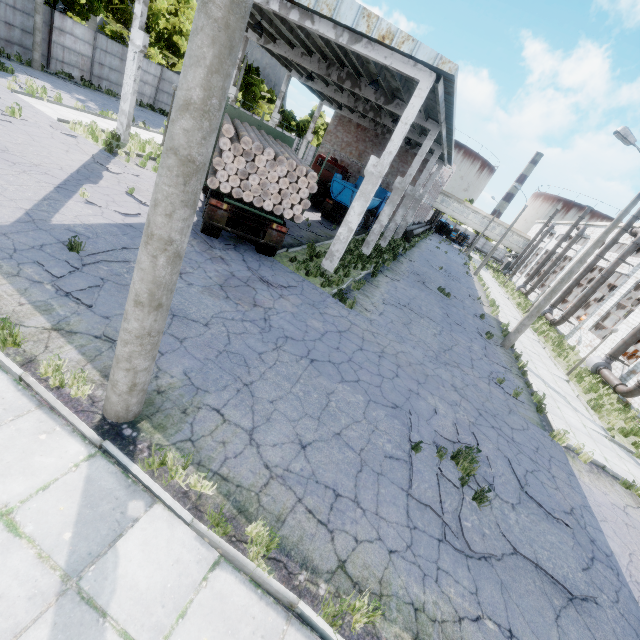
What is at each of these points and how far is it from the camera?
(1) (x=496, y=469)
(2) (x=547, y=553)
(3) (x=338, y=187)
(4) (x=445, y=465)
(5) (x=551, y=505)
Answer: (1) asphalt debris, 7.47m
(2) asphalt debris, 6.03m
(3) truck, 22.73m
(4) asphalt debris, 6.80m
(5) asphalt debris, 7.35m

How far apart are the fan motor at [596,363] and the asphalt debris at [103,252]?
26.7m

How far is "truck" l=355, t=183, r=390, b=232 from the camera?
25.4 meters

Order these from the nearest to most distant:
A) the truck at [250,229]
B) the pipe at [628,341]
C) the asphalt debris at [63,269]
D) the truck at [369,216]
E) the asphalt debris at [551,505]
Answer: the asphalt debris at [63,269], the asphalt debris at [551,505], the truck at [250,229], the pipe at [628,341], the truck at [369,216]

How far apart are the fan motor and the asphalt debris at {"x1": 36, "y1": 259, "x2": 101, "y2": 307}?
26.7 meters

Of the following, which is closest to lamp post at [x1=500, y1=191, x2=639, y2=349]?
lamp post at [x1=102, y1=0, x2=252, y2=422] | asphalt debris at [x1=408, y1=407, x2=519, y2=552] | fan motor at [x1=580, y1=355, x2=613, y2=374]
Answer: fan motor at [x1=580, y1=355, x2=613, y2=374]

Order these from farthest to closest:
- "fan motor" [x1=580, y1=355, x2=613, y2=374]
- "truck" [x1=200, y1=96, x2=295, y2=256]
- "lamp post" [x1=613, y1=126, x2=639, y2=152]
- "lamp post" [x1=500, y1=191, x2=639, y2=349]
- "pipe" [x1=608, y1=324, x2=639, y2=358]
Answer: "fan motor" [x1=580, y1=355, x2=613, y2=374]
"pipe" [x1=608, y1=324, x2=639, y2=358]
"lamp post" [x1=500, y1=191, x2=639, y2=349]
"lamp post" [x1=613, y1=126, x2=639, y2=152]
"truck" [x1=200, y1=96, x2=295, y2=256]

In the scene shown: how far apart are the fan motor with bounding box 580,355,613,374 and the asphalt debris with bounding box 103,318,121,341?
26.2m
